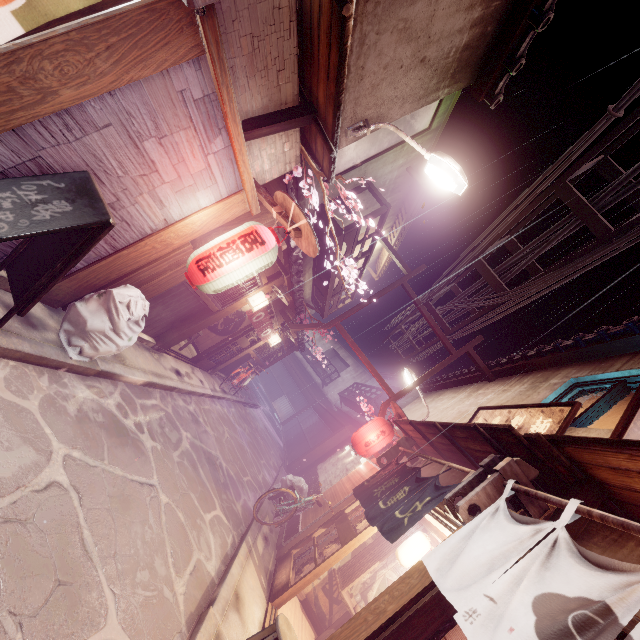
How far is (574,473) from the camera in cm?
552

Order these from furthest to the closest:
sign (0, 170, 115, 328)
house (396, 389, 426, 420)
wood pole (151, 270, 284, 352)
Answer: house (396, 389, 426, 420), wood pole (151, 270, 284, 352), sign (0, 170, 115, 328)

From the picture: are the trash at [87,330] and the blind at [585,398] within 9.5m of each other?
no

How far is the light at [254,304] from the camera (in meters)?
13.26

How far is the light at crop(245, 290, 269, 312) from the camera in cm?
1326

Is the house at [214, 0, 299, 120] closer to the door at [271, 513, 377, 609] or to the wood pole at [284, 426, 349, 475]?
the door at [271, 513, 377, 609]

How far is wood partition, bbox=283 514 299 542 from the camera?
13.0m

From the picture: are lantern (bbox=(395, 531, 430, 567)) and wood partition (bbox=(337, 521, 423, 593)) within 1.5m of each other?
yes
